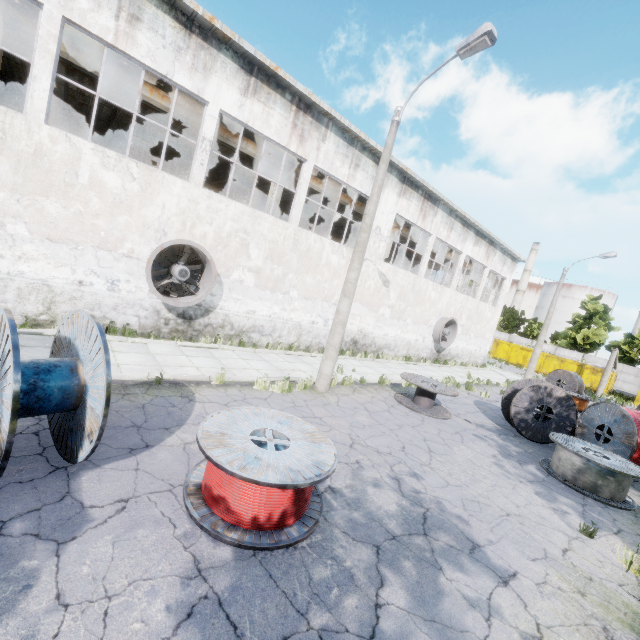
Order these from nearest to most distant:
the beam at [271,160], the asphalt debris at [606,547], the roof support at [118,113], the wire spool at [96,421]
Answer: the wire spool at [96,421], the asphalt debris at [606,547], the beam at [271,160], the roof support at [118,113]

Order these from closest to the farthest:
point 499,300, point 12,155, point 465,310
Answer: point 12,155 → point 465,310 → point 499,300

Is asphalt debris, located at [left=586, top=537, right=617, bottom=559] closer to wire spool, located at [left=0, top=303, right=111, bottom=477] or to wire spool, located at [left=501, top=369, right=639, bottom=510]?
wire spool, located at [left=501, top=369, right=639, bottom=510]

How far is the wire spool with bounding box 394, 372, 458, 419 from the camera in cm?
1086

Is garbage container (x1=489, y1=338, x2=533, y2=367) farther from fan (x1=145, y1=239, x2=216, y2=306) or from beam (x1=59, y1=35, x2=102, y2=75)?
fan (x1=145, y1=239, x2=216, y2=306)

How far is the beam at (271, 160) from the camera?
14.84m

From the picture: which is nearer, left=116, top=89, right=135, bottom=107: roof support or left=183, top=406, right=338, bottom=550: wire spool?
left=183, top=406, right=338, bottom=550: wire spool

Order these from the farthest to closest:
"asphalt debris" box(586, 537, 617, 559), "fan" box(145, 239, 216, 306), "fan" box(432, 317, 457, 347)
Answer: "fan" box(432, 317, 457, 347), "fan" box(145, 239, 216, 306), "asphalt debris" box(586, 537, 617, 559)
